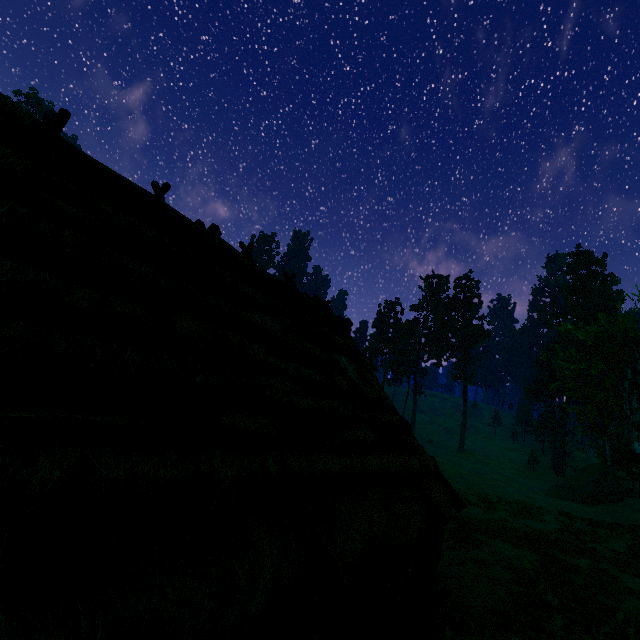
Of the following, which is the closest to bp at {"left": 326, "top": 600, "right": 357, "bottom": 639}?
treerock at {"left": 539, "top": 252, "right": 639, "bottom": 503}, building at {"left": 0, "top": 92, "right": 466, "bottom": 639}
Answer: building at {"left": 0, "top": 92, "right": 466, "bottom": 639}

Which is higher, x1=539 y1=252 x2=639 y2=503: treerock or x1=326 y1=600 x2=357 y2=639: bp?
x1=539 y1=252 x2=639 y2=503: treerock

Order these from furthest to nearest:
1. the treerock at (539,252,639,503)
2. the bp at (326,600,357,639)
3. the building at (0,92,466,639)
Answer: the treerock at (539,252,639,503) < the bp at (326,600,357,639) < the building at (0,92,466,639)

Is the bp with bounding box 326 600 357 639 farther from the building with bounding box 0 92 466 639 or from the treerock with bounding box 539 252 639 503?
the treerock with bounding box 539 252 639 503

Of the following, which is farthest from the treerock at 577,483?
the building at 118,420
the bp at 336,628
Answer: the bp at 336,628

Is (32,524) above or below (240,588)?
above
